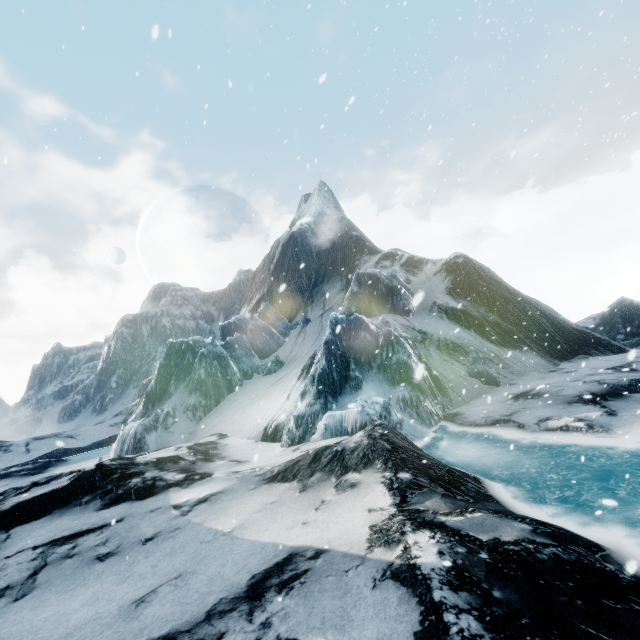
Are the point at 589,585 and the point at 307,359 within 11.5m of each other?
no
